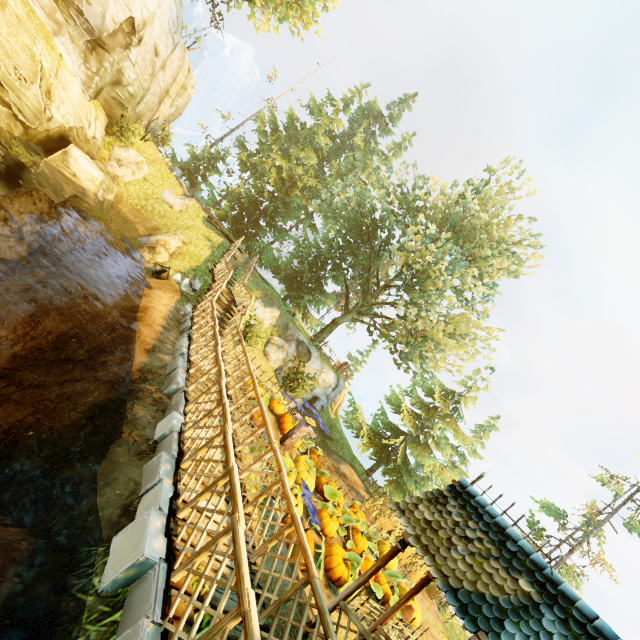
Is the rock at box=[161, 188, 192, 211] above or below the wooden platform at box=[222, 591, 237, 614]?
above

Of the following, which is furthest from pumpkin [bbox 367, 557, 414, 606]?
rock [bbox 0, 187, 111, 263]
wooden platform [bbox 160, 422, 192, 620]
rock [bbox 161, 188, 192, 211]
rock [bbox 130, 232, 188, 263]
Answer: rock [bbox 161, 188, 192, 211]

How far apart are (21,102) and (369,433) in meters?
23.3

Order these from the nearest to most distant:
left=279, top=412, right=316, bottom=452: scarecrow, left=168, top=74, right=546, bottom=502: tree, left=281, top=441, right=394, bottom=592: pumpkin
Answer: left=281, top=441, right=394, bottom=592: pumpkin
left=279, top=412, right=316, bottom=452: scarecrow
left=168, top=74, right=546, bottom=502: tree

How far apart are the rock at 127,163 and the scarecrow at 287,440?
16.7 meters

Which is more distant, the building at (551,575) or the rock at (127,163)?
the rock at (127,163)

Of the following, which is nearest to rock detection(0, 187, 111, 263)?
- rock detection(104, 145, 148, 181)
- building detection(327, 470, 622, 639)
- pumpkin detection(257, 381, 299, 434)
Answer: rock detection(104, 145, 148, 181)

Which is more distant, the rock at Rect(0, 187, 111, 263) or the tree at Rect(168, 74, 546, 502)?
the tree at Rect(168, 74, 546, 502)
